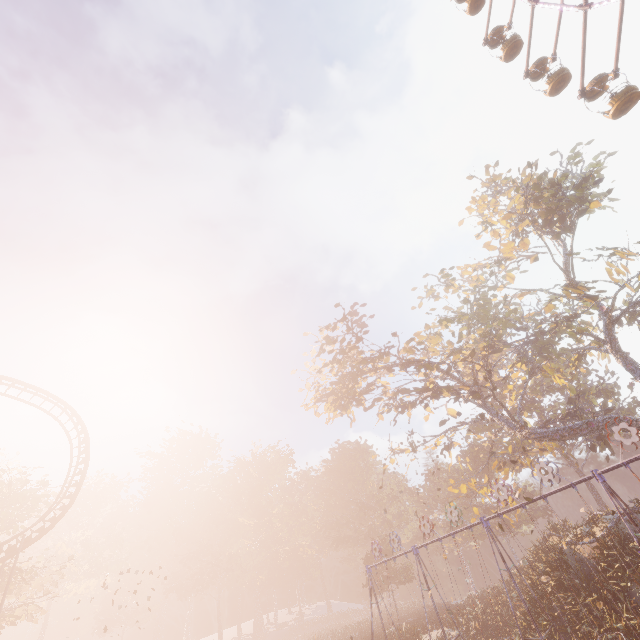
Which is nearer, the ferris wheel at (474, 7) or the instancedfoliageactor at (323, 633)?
the ferris wheel at (474, 7)

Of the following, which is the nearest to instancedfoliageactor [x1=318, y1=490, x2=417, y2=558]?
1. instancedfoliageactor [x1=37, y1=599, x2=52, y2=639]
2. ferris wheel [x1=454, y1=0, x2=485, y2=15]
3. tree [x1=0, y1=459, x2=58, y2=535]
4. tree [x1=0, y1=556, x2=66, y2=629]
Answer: instancedfoliageactor [x1=37, y1=599, x2=52, y2=639]

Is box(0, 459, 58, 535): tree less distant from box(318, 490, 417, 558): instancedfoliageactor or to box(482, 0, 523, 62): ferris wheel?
box(318, 490, 417, 558): instancedfoliageactor

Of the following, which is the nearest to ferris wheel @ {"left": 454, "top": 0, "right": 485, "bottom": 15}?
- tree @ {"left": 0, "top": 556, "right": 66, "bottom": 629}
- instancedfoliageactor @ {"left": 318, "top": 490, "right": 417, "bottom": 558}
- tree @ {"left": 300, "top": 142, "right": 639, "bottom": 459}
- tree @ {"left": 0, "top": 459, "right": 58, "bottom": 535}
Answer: tree @ {"left": 300, "top": 142, "right": 639, "bottom": 459}

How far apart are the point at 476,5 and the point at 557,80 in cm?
1098

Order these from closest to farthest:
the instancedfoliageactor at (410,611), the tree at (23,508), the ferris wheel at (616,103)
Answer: the ferris wheel at (616,103) → the instancedfoliageactor at (410,611) → the tree at (23,508)

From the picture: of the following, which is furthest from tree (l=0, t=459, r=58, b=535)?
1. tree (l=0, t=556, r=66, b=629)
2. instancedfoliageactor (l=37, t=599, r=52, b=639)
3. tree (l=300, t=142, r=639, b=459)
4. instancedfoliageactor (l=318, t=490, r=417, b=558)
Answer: tree (l=300, t=142, r=639, b=459)

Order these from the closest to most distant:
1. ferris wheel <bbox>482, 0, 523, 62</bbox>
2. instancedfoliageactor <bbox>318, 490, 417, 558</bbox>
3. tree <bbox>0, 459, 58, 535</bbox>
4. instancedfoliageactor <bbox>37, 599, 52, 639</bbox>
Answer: ferris wheel <bbox>482, 0, 523, 62</bbox> → tree <bbox>0, 459, 58, 535</bbox> → instancedfoliageactor <bbox>37, 599, 52, 639</bbox> → instancedfoliageactor <bbox>318, 490, 417, 558</bbox>
